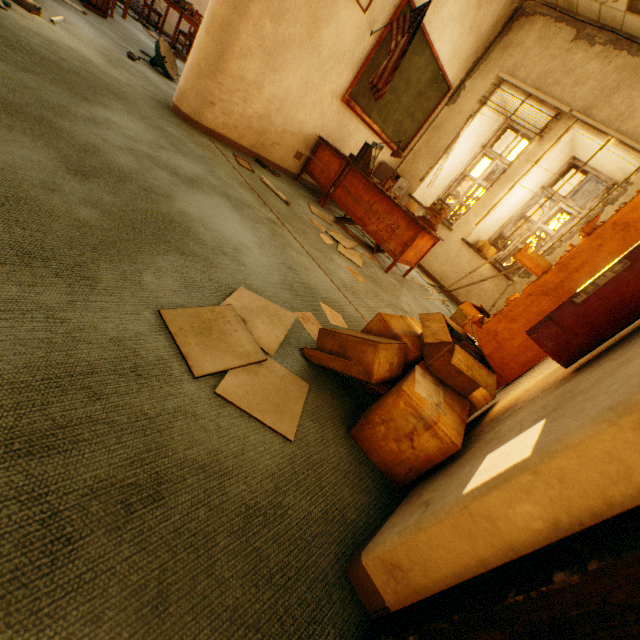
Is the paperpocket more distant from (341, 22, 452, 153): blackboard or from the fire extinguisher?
the fire extinguisher

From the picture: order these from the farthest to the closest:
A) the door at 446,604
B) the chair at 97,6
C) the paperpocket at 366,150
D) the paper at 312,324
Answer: the chair at 97,6, the paperpocket at 366,150, the paper at 312,324, the door at 446,604

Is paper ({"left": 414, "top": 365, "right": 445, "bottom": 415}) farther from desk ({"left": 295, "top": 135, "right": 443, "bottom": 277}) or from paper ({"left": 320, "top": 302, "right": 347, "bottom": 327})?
desk ({"left": 295, "top": 135, "right": 443, "bottom": 277})

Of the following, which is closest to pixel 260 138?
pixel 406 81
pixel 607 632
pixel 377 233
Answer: pixel 377 233

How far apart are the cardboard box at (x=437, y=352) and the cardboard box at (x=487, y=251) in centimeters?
418cm

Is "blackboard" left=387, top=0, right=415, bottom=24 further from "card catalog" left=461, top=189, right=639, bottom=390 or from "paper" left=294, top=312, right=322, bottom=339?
"paper" left=294, top=312, right=322, bottom=339

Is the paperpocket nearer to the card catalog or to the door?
the card catalog

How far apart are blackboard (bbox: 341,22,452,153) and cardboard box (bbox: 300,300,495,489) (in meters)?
3.73
